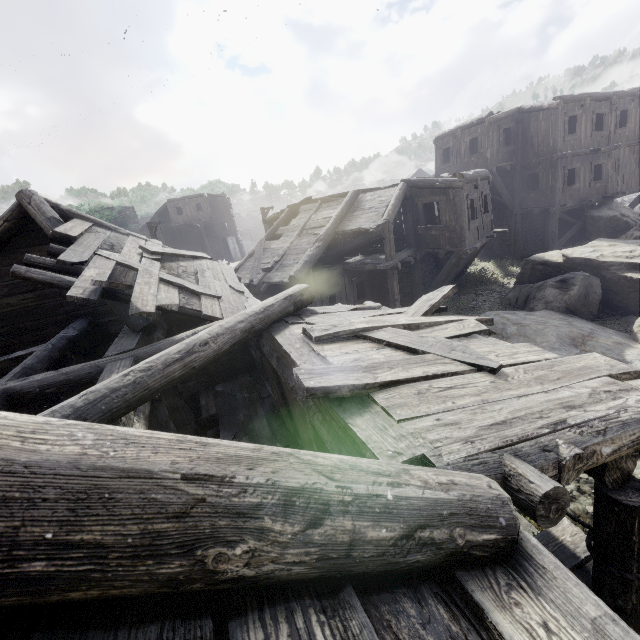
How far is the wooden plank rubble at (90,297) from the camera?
5.12m

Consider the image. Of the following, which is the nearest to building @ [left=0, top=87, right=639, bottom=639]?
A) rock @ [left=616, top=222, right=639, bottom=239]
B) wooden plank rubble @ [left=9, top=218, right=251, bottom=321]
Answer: wooden plank rubble @ [left=9, top=218, right=251, bottom=321]

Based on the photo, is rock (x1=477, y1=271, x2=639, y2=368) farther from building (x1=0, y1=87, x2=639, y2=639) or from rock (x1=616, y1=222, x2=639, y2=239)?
rock (x1=616, y1=222, x2=639, y2=239)

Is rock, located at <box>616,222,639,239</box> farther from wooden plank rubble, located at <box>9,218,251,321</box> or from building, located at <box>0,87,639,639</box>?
wooden plank rubble, located at <box>9,218,251,321</box>

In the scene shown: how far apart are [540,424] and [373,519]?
2.1m

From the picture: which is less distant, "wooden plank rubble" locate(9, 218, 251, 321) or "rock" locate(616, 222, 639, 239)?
"wooden plank rubble" locate(9, 218, 251, 321)

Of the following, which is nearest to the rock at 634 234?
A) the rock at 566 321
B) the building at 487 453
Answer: the building at 487 453
